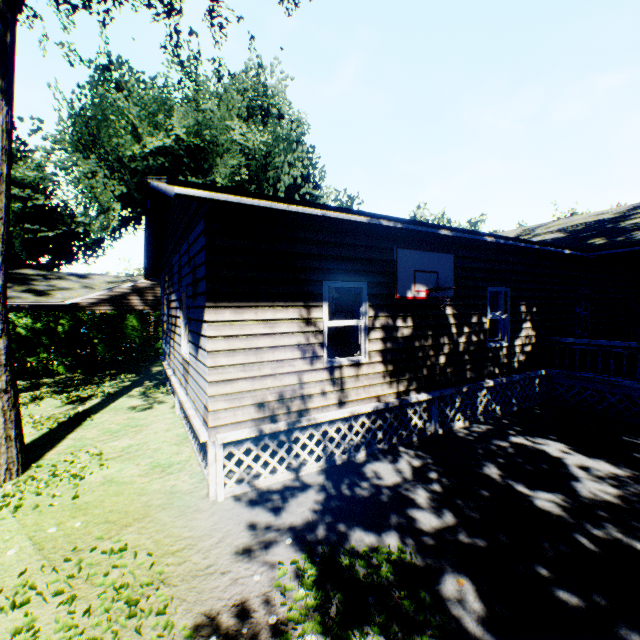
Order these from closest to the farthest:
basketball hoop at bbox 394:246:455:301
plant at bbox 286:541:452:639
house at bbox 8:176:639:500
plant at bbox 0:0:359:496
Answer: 1. plant at bbox 286:541:452:639
2. house at bbox 8:176:639:500
3. plant at bbox 0:0:359:496
4. basketball hoop at bbox 394:246:455:301

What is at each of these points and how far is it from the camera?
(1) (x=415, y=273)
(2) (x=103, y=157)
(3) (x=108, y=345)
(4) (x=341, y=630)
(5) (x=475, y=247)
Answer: (1) basketball hoop, 6.6 meters
(2) plant, 19.6 meters
(3) hedge, 15.9 meters
(4) plant, 2.9 meters
(5) house, 7.8 meters

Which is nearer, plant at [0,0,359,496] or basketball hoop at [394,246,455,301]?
plant at [0,0,359,496]

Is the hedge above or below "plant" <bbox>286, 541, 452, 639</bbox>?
above

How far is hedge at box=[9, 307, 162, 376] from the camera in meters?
14.2

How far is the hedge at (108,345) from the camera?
14.2 meters

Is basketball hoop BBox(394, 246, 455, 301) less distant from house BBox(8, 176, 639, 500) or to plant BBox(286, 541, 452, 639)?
house BBox(8, 176, 639, 500)

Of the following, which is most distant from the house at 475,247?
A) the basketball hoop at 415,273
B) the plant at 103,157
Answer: the plant at 103,157
